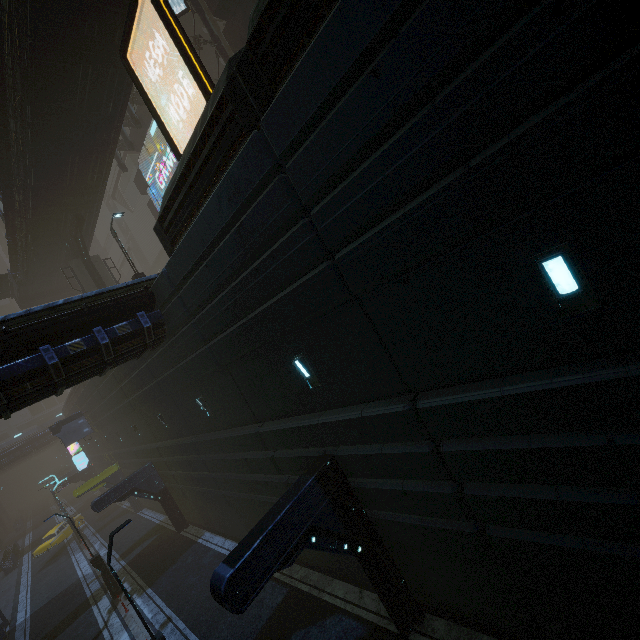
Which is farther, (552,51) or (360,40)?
(360,40)

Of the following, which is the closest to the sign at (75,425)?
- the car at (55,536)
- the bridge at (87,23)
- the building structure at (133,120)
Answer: the car at (55,536)

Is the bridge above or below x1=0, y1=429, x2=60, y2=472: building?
above

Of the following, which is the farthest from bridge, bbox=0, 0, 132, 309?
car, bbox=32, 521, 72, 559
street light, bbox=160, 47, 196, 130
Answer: car, bbox=32, 521, 72, 559

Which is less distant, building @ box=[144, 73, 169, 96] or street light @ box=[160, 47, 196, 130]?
street light @ box=[160, 47, 196, 130]

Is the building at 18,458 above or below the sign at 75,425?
above

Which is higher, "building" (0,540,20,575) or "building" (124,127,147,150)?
"building" (124,127,147,150)

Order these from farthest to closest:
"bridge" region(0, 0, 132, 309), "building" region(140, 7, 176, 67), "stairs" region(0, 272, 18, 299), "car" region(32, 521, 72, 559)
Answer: "car" region(32, 521, 72, 559)
"stairs" region(0, 272, 18, 299)
"building" region(140, 7, 176, 67)
"bridge" region(0, 0, 132, 309)
